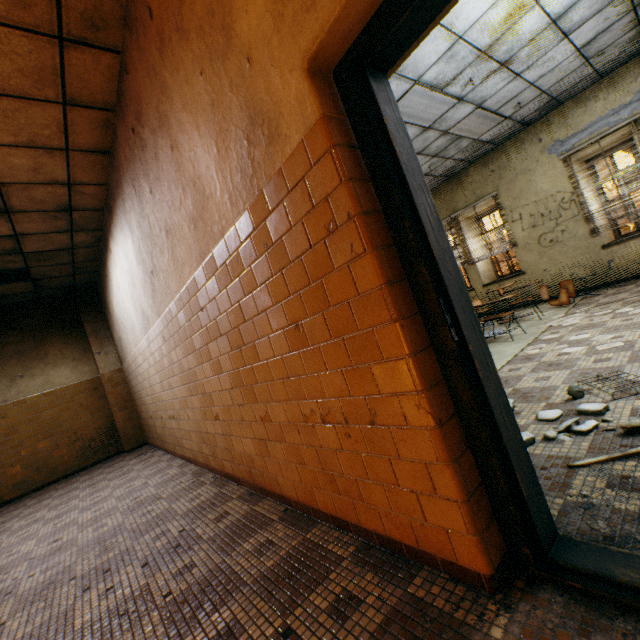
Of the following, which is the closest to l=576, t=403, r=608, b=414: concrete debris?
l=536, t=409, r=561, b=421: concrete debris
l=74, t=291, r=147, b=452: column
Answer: l=536, t=409, r=561, b=421: concrete debris

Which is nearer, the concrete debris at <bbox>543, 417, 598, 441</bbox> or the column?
the concrete debris at <bbox>543, 417, 598, 441</bbox>

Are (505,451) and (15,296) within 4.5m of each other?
no

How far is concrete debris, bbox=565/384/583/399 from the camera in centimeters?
250cm

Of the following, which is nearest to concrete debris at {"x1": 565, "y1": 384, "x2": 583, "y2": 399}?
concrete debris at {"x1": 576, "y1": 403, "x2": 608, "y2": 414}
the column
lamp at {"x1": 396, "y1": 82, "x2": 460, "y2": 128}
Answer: concrete debris at {"x1": 576, "y1": 403, "x2": 608, "y2": 414}

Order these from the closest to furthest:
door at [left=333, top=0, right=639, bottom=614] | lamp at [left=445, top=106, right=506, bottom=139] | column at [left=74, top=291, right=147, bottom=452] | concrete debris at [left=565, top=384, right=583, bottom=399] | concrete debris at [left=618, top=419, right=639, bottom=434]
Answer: door at [left=333, top=0, right=639, bottom=614] < concrete debris at [left=618, top=419, right=639, bottom=434] < concrete debris at [left=565, top=384, right=583, bottom=399] < lamp at [left=445, top=106, right=506, bottom=139] < column at [left=74, top=291, right=147, bottom=452]

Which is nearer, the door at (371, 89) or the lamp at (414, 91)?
the door at (371, 89)

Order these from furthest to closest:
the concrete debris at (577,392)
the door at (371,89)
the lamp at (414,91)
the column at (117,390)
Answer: the column at (117,390), the lamp at (414,91), the concrete debris at (577,392), the door at (371,89)
